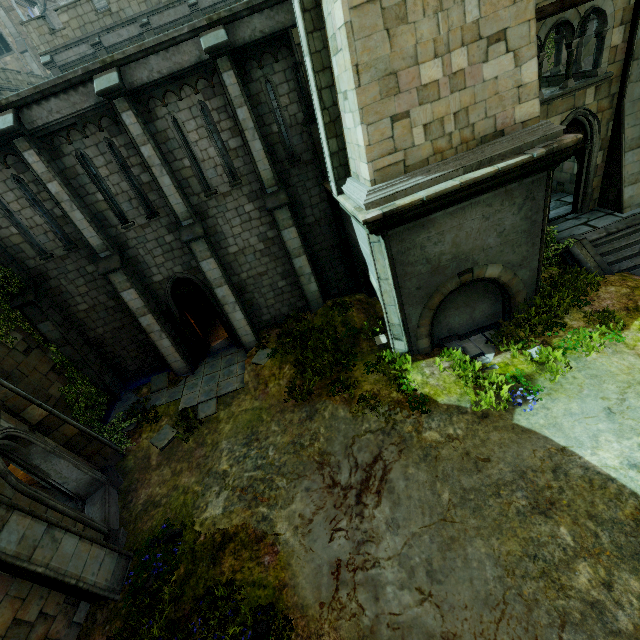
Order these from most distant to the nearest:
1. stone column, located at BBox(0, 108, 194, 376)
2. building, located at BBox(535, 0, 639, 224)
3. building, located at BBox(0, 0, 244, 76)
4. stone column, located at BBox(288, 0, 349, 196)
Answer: building, located at BBox(0, 0, 244, 76)
stone column, located at BBox(0, 108, 194, 376)
building, located at BBox(535, 0, 639, 224)
stone column, located at BBox(288, 0, 349, 196)

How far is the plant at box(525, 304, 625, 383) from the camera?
8.29m

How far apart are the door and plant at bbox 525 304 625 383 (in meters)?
12.69

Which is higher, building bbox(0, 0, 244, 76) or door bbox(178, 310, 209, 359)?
building bbox(0, 0, 244, 76)

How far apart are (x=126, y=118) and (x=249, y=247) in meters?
5.3 m

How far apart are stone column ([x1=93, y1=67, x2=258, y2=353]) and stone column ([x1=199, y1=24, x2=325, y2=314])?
2.35m

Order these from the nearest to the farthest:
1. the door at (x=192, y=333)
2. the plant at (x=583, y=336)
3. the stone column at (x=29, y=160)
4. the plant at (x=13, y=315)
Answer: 1. the plant at (x=583, y=336)
2. the stone column at (x=29, y=160)
3. the plant at (x=13, y=315)
4. the door at (x=192, y=333)

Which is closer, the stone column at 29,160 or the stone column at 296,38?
the stone column at 296,38
